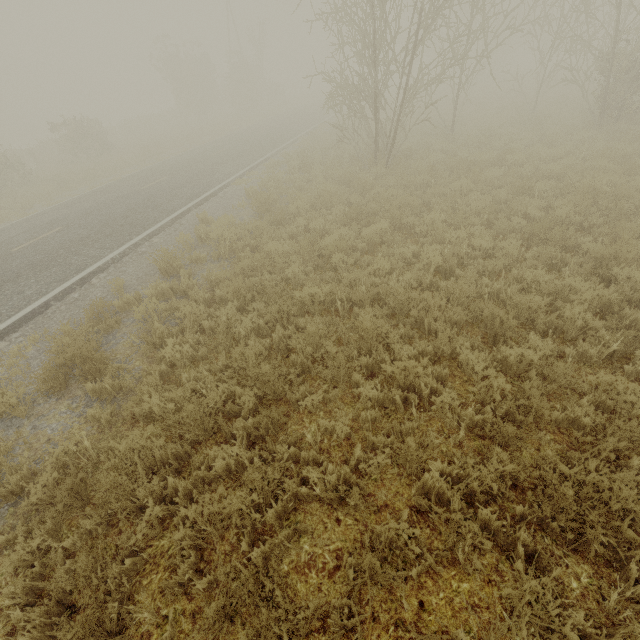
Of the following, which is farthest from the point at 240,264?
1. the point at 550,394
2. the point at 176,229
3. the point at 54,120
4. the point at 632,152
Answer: the point at 54,120
